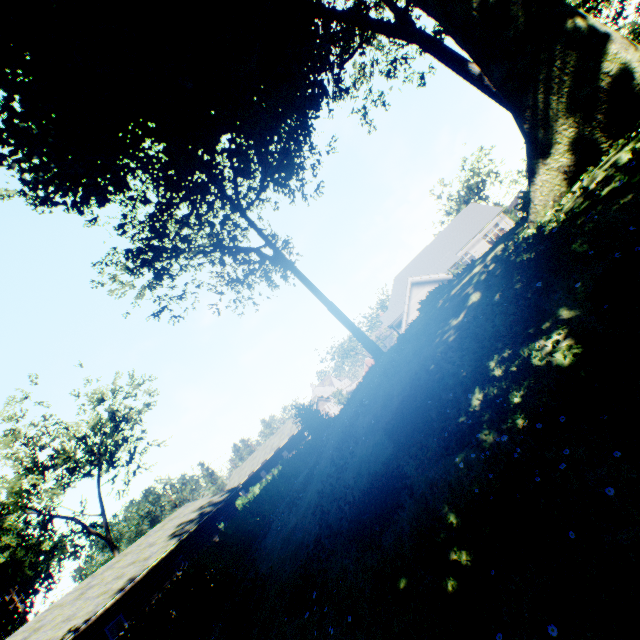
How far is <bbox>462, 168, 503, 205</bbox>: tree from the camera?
55.4m

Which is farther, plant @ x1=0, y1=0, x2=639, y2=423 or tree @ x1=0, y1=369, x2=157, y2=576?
tree @ x1=0, y1=369, x2=157, y2=576

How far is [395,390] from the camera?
8.8m

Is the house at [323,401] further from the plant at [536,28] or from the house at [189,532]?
the plant at [536,28]

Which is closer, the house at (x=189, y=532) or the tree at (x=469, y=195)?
the house at (x=189, y=532)

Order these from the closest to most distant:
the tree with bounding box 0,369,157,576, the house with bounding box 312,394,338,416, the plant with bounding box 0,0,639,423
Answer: the plant with bounding box 0,0,639,423 < the tree with bounding box 0,369,157,576 < the house with bounding box 312,394,338,416

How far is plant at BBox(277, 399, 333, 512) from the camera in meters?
11.9 m

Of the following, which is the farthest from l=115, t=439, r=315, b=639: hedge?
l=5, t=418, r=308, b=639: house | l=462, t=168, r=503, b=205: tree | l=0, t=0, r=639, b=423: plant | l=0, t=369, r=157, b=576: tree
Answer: l=462, t=168, r=503, b=205: tree
